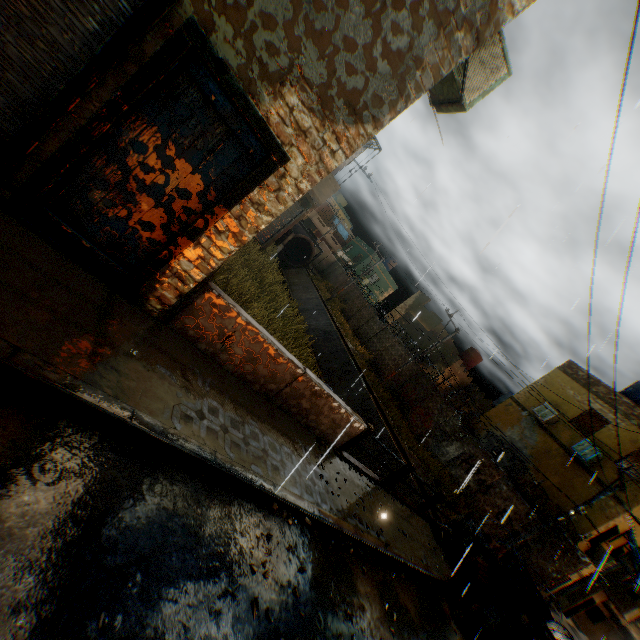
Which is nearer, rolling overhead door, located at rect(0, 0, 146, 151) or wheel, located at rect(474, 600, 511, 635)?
rolling overhead door, located at rect(0, 0, 146, 151)

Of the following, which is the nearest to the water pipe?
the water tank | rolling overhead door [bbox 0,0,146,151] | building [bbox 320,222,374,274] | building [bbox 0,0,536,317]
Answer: building [bbox 320,222,374,274]

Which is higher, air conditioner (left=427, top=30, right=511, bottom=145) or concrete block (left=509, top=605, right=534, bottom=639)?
air conditioner (left=427, top=30, right=511, bottom=145)

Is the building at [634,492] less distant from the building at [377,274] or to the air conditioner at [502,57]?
the air conditioner at [502,57]

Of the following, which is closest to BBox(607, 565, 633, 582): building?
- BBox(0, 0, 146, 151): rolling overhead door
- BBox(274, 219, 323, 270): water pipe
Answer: BBox(0, 0, 146, 151): rolling overhead door

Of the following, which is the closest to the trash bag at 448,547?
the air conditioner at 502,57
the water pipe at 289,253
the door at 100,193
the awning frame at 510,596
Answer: the awning frame at 510,596

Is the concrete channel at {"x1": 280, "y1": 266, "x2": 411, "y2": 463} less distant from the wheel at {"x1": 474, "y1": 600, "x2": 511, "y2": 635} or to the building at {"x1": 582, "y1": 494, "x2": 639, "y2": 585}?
the building at {"x1": 582, "y1": 494, "x2": 639, "y2": 585}

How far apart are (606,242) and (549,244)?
2.5 meters
